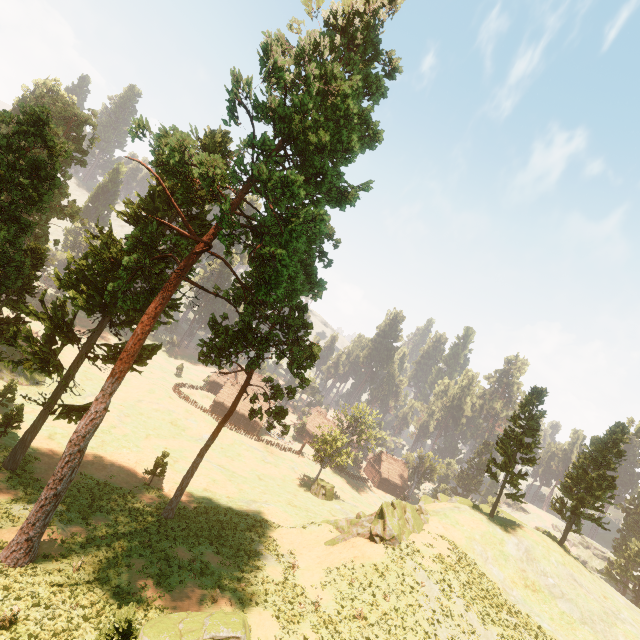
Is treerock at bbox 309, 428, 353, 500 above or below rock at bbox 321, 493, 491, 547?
below

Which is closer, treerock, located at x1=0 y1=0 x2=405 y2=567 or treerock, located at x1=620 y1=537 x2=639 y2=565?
treerock, located at x1=0 y1=0 x2=405 y2=567

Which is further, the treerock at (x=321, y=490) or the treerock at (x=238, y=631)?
the treerock at (x=321, y=490)

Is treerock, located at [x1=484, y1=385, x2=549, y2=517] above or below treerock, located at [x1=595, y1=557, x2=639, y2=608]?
above

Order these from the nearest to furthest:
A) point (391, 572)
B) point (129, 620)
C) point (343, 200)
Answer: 1. point (129, 620)
2. point (343, 200)
3. point (391, 572)

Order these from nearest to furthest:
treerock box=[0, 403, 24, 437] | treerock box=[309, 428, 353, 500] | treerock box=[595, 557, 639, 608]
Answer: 1. treerock box=[0, 403, 24, 437]
2. treerock box=[309, 428, 353, 500]
3. treerock box=[595, 557, 639, 608]

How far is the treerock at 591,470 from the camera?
36.8 meters
